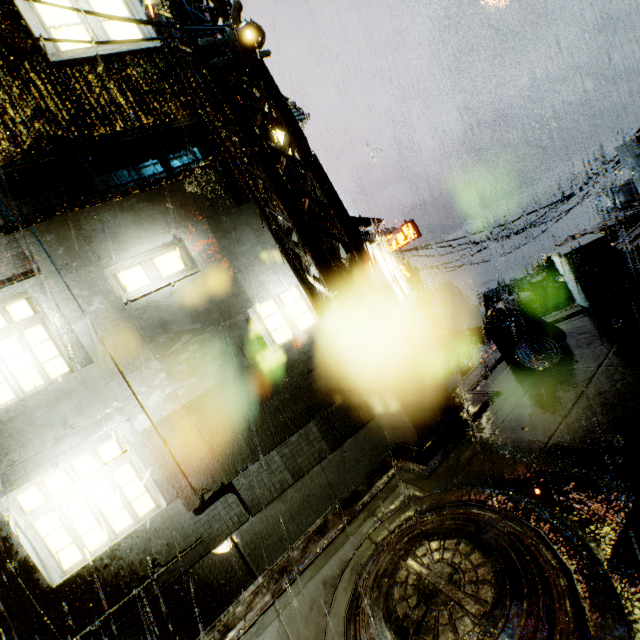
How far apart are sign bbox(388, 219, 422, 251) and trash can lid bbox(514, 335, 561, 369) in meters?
21.2 m

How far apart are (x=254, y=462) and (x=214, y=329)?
2.9m

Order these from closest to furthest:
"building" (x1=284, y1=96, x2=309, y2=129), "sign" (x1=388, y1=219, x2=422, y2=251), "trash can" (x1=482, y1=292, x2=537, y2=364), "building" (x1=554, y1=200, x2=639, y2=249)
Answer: "trash can" (x1=482, y1=292, x2=537, y2=364) < "building" (x1=554, y1=200, x2=639, y2=249) < "building" (x1=284, y1=96, x2=309, y2=129) < "sign" (x1=388, y1=219, x2=422, y2=251)

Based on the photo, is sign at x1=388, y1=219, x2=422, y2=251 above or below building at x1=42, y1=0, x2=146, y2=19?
below

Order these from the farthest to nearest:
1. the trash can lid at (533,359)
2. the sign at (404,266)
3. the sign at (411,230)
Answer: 1. the sign at (404,266)
2. the sign at (411,230)
3. the trash can lid at (533,359)

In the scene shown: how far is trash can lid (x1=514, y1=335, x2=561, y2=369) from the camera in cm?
627

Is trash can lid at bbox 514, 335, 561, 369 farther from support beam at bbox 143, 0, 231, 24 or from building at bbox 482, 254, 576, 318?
support beam at bbox 143, 0, 231, 24

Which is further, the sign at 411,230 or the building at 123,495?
the sign at 411,230
